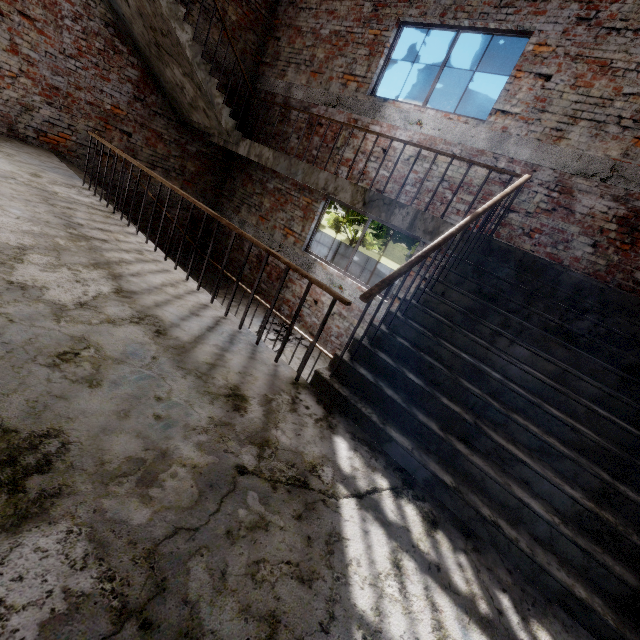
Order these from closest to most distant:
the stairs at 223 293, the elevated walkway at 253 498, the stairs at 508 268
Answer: the elevated walkway at 253 498, the stairs at 508 268, the stairs at 223 293

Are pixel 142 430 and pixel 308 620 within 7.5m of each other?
yes

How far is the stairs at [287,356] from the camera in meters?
5.9 m

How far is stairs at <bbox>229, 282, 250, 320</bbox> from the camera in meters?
6.9

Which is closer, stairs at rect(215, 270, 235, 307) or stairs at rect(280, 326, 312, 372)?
stairs at rect(280, 326, 312, 372)

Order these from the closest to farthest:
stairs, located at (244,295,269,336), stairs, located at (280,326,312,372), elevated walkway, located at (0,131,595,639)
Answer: A:
elevated walkway, located at (0,131,595,639)
stairs, located at (280,326,312,372)
stairs, located at (244,295,269,336)
